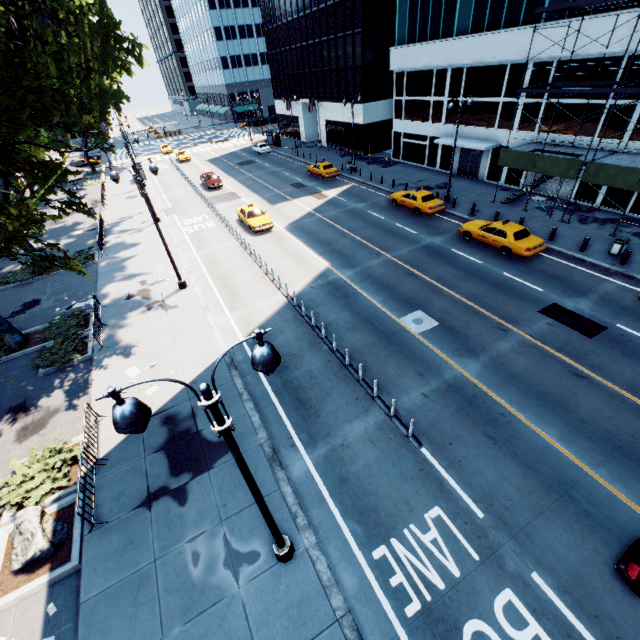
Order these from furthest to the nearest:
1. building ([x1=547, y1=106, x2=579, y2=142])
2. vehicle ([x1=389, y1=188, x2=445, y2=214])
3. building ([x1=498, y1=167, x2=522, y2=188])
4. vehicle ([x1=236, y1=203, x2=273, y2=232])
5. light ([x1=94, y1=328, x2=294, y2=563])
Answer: building ([x1=498, y1=167, x2=522, y2=188])
vehicle ([x1=236, y1=203, x2=273, y2=232])
vehicle ([x1=389, y1=188, x2=445, y2=214])
building ([x1=547, y1=106, x2=579, y2=142])
light ([x1=94, y1=328, x2=294, y2=563])

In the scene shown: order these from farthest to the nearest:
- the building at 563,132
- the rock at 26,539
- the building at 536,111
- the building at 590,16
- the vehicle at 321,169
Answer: the vehicle at 321,169, the building at 536,111, the building at 563,132, the building at 590,16, the rock at 26,539

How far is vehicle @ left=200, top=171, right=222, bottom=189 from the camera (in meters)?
37.78

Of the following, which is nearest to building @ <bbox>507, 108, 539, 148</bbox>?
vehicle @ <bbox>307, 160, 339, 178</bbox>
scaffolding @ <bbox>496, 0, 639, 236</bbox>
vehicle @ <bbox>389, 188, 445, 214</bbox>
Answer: scaffolding @ <bbox>496, 0, 639, 236</bbox>

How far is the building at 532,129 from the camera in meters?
25.5

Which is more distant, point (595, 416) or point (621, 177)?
point (621, 177)

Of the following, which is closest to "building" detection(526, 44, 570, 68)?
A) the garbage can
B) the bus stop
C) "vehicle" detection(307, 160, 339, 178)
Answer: the garbage can

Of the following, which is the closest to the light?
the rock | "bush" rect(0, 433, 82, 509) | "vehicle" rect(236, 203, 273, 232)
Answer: the rock
